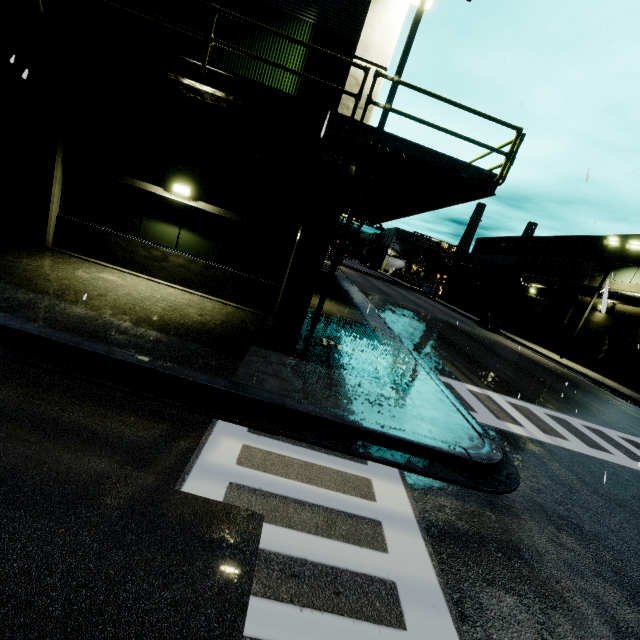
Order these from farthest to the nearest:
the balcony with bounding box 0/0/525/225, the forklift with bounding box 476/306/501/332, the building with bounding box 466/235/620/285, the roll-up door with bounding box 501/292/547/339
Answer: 1. the roll-up door with bounding box 501/292/547/339
2. the forklift with bounding box 476/306/501/332
3. the building with bounding box 466/235/620/285
4. the balcony with bounding box 0/0/525/225

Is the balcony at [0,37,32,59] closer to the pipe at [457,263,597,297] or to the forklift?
the pipe at [457,263,597,297]

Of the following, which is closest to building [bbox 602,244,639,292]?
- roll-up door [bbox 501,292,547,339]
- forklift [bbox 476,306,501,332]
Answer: roll-up door [bbox 501,292,547,339]

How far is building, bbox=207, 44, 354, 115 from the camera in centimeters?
864cm

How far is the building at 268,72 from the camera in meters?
8.6 m

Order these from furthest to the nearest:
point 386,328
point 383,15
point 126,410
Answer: point 386,328 → point 383,15 → point 126,410

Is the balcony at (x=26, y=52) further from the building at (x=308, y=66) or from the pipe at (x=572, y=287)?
the pipe at (x=572, y=287)
